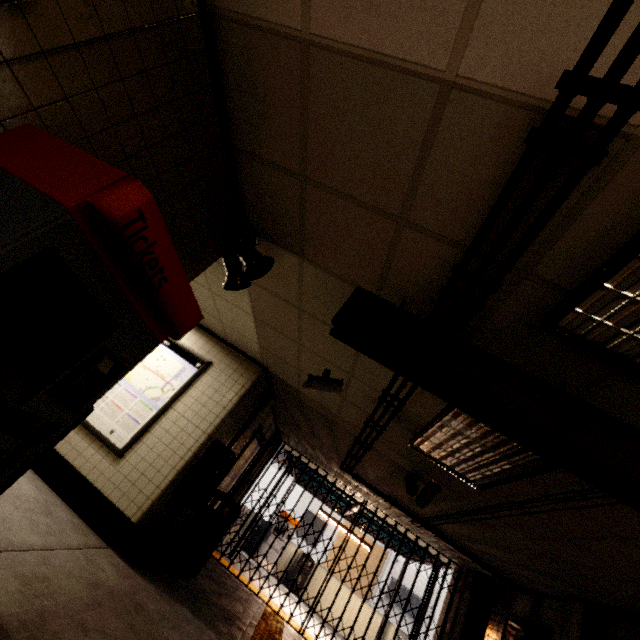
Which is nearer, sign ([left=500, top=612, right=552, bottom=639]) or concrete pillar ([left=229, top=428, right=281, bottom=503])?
sign ([left=500, top=612, right=552, bottom=639])

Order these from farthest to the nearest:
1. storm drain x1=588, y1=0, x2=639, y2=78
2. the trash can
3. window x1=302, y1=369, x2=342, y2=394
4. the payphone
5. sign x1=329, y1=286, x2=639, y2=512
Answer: the trash can < the payphone < window x1=302, y1=369, x2=342, y2=394 < sign x1=329, y1=286, x2=639, y2=512 < storm drain x1=588, y1=0, x2=639, y2=78

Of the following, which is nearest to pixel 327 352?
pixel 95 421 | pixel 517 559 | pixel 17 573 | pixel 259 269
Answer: pixel 259 269

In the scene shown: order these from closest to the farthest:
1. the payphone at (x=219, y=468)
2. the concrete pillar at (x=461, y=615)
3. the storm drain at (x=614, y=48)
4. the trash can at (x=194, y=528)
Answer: the storm drain at (x=614, y=48) → the payphone at (x=219, y=468) → the trash can at (x=194, y=528) → the concrete pillar at (x=461, y=615)

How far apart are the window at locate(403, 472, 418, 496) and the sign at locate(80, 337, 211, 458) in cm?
359

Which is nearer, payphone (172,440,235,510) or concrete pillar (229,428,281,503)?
payphone (172,440,235,510)

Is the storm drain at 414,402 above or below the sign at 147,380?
above

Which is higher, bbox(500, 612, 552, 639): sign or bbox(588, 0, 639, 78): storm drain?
bbox(588, 0, 639, 78): storm drain
